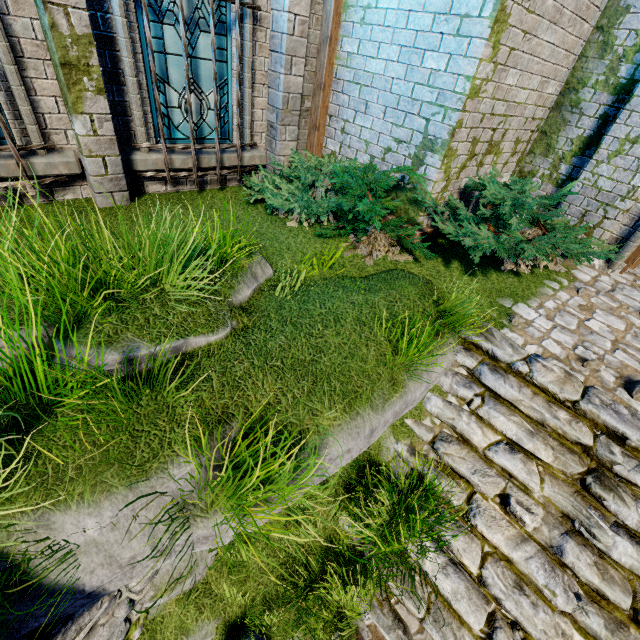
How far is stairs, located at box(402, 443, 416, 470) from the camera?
3.92m

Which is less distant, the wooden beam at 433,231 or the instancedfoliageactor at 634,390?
the instancedfoliageactor at 634,390

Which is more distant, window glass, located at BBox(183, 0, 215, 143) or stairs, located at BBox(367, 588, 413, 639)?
window glass, located at BBox(183, 0, 215, 143)

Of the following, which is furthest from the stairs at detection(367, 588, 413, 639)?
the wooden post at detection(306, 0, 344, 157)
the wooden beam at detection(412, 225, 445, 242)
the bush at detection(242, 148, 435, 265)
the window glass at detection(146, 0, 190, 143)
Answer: the window glass at detection(146, 0, 190, 143)

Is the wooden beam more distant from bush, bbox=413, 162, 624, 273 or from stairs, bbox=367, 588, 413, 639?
stairs, bbox=367, 588, 413, 639

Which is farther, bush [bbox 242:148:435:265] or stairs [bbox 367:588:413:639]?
bush [bbox 242:148:435:265]

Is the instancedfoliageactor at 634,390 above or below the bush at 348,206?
below

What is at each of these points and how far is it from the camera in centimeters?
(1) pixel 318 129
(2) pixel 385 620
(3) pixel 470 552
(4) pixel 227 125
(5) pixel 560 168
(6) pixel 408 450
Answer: (1) wooden post, 631cm
(2) stairs, 333cm
(3) stairs, 344cm
(4) window glass, 555cm
(5) building, 613cm
(6) stairs, 400cm
